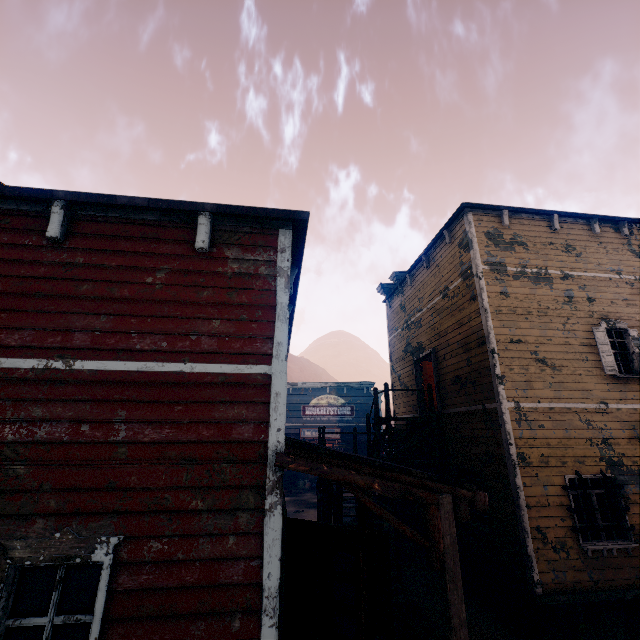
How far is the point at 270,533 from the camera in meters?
3.3 m

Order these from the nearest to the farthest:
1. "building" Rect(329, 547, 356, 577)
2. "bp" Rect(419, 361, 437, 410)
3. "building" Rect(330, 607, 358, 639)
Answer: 1. "building" Rect(330, 607, 358, 639)
2. "building" Rect(329, 547, 356, 577)
3. "bp" Rect(419, 361, 437, 410)

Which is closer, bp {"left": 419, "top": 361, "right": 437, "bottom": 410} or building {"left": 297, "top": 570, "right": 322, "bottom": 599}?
building {"left": 297, "top": 570, "right": 322, "bottom": 599}

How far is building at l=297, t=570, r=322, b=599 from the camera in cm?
695

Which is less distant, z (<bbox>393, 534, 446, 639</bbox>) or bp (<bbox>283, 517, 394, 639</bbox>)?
bp (<bbox>283, 517, 394, 639</bbox>)

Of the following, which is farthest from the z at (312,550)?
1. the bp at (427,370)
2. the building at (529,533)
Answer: the bp at (427,370)

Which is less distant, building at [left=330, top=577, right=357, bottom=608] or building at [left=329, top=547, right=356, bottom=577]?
building at [left=330, top=577, right=357, bottom=608]

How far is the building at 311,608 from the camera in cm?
582
